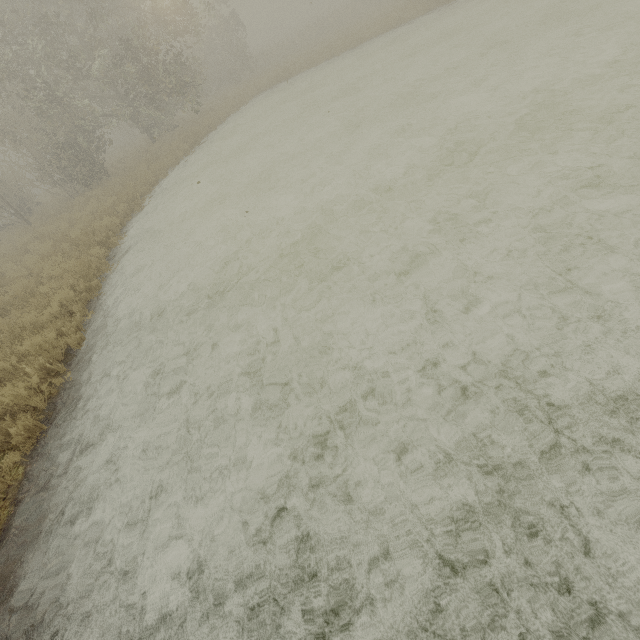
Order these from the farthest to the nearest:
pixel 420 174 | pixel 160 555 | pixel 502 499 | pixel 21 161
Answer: pixel 21 161
pixel 420 174
pixel 160 555
pixel 502 499
